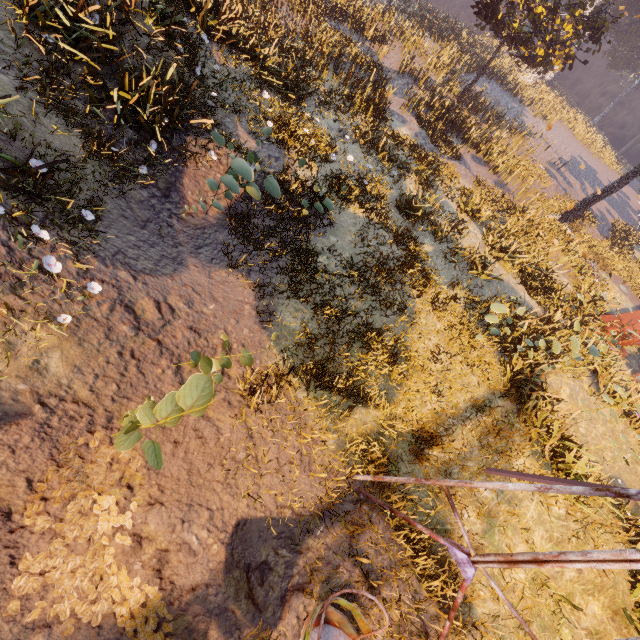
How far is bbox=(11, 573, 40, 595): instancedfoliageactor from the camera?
4.1 meters

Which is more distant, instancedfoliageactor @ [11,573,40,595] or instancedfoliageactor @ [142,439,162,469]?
instancedfoliageactor @ [11,573,40,595]

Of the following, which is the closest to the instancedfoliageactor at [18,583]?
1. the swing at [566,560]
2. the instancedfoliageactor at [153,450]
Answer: the swing at [566,560]

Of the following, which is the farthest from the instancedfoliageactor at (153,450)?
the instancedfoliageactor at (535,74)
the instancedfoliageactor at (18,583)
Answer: the instancedfoliageactor at (535,74)

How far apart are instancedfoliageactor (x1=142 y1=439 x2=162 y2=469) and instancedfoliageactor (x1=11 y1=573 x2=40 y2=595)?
2.00m

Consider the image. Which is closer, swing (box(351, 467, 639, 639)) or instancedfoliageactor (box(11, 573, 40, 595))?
swing (box(351, 467, 639, 639))

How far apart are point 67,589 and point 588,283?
23.52m

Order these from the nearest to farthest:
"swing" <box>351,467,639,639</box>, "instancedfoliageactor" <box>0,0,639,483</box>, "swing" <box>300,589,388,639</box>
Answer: "swing" <box>351,467,639,639</box> → "swing" <box>300,589,388,639</box> → "instancedfoliageactor" <box>0,0,639,483</box>
